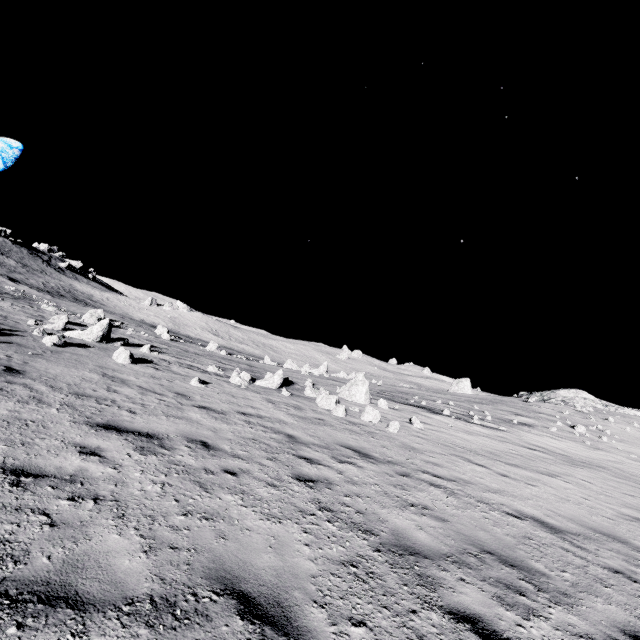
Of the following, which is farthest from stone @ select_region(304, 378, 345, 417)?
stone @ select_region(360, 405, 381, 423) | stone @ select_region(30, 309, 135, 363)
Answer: stone @ select_region(30, 309, 135, 363)

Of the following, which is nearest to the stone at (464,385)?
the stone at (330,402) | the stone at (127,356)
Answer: the stone at (330,402)

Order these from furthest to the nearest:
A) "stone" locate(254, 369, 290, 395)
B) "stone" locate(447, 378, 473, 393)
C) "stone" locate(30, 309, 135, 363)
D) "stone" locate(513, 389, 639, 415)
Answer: "stone" locate(447, 378, 473, 393) → "stone" locate(513, 389, 639, 415) → "stone" locate(254, 369, 290, 395) → "stone" locate(30, 309, 135, 363)

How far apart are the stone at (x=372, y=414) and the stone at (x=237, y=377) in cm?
428

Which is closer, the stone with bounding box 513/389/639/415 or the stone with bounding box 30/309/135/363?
the stone with bounding box 30/309/135/363

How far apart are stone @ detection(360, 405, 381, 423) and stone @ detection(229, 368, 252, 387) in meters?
4.3

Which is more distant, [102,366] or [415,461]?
[102,366]
